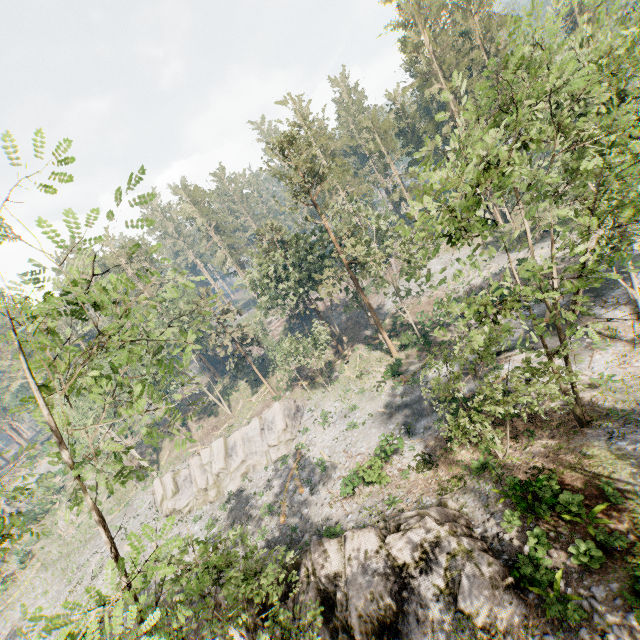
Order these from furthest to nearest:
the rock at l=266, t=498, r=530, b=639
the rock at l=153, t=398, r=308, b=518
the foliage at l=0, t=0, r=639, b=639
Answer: the rock at l=153, t=398, r=308, b=518 < the rock at l=266, t=498, r=530, b=639 < the foliage at l=0, t=0, r=639, b=639

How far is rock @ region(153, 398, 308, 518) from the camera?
34.1 meters

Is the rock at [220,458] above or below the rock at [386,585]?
below

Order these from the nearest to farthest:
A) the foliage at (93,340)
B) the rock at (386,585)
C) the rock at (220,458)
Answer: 1. the foliage at (93,340)
2. the rock at (386,585)
3. the rock at (220,458)

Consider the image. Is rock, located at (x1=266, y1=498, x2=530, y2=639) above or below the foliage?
below

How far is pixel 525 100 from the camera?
13.8m

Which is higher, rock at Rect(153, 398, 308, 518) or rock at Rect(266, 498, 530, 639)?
rock at Rect(266, 498, 530, 639)

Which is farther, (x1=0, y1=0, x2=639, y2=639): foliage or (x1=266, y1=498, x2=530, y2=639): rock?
(x1=266, y1=498, x2=530, y2=639): rock
